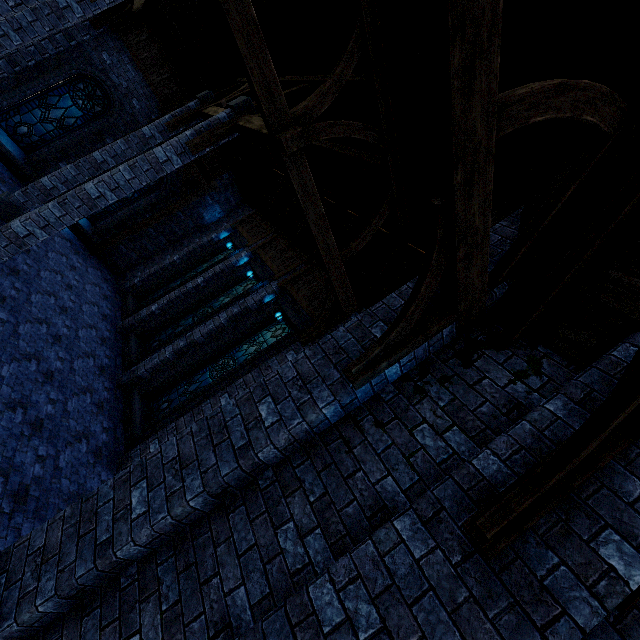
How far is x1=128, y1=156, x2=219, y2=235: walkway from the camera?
13.9 meters

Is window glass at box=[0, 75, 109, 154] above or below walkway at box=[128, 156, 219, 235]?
below

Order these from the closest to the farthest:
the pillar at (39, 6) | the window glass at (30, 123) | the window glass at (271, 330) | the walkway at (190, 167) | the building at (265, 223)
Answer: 1. the building at (265, 223)
2. the pillar at (39, 6)
3. the window glass at (271, 330)
4. the window glass at (30, 123)
5. the walkway at (190, 167)

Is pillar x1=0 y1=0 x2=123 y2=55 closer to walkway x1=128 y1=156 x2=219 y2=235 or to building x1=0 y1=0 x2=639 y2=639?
building x1=0 y1=0 x2=639 y2=639

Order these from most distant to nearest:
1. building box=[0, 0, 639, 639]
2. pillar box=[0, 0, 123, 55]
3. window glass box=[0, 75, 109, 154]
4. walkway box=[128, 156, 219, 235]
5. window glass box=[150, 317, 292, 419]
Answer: walkway box=[128, 156, 219, 235] < window glass box=[0, 75, 109, 154] < window glass box=[150, 317, 292, 419] < pillar box=[0, 0, 123, 55] < building box=[0, 0, 639, 639]

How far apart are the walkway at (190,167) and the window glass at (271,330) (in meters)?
8.20

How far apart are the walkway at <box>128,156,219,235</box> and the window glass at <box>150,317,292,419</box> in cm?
820

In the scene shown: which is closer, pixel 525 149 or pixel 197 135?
pixel 525 149
